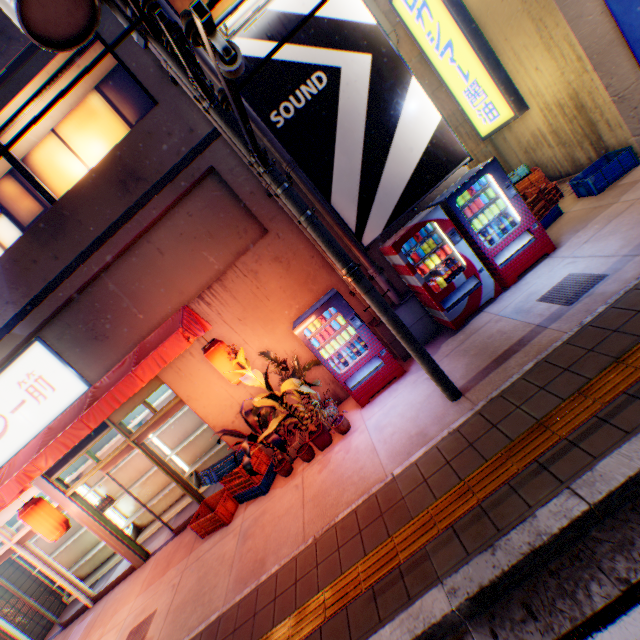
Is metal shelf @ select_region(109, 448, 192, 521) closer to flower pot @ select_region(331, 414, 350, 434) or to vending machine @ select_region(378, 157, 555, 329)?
flower pot @ select_region(331, 414, 350, 434)

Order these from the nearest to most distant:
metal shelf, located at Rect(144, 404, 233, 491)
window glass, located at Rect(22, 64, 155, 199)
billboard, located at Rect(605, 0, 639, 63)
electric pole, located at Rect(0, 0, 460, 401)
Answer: electric pole, located at Rect(0, 0, 460, 401), billboard, located at Rect(605, 0, 639, 63), window glass, located at Rect(22, 64, 155, 199), metal shelf, located at Rect(144, 404, 233, 491)

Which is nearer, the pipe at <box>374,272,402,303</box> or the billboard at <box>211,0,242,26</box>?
the billboard at <box>211,0,242,26</box>

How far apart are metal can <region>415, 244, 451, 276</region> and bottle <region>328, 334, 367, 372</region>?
1.60m

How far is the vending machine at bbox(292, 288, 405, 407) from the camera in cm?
586

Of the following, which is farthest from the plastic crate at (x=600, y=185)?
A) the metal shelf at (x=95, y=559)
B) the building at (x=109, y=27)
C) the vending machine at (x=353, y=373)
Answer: the metal shelf at (x=95, y=559)

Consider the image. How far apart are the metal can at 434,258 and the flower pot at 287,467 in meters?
4.3

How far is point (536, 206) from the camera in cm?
676
